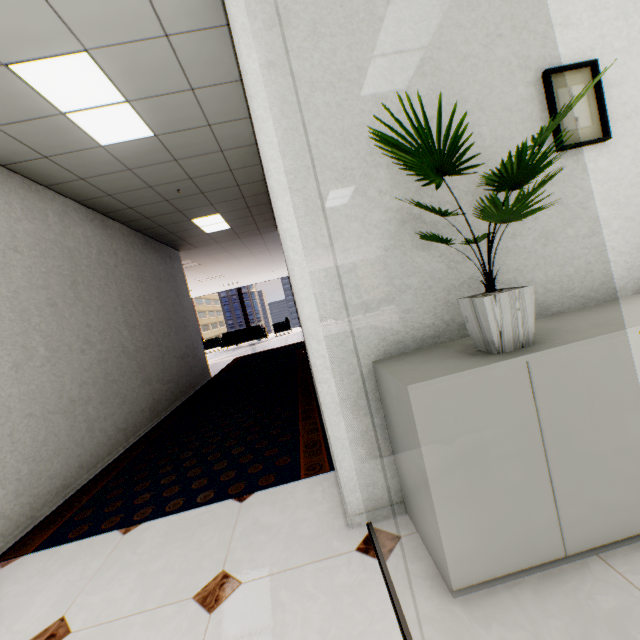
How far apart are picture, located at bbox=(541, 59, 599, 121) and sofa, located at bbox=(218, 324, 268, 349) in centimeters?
1267cm

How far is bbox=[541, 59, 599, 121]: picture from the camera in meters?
1.6

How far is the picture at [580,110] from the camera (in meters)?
1.60

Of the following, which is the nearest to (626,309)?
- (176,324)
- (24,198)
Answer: (24,198)

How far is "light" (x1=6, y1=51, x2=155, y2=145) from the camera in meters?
2.0

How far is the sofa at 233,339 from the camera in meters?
13.6 m

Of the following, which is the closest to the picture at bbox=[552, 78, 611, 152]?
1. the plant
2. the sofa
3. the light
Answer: the plant

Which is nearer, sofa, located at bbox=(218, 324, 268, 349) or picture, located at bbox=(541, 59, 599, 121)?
picture, located at bbox=(541, 59, 599, 121)
